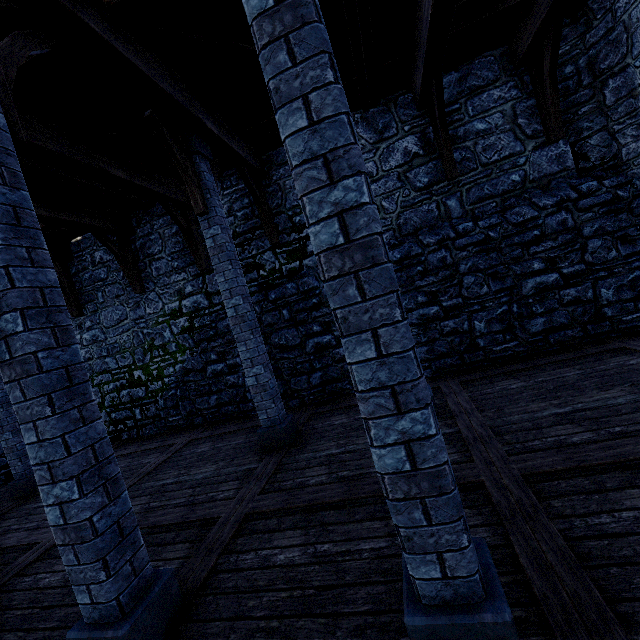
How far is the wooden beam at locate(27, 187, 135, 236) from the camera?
6.4m

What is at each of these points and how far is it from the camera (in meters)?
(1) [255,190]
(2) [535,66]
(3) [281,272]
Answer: (1) wooden support, 7.04
(2) wooden support, 5.96
(3) building tower, 7.85

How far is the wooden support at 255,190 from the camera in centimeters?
680cm

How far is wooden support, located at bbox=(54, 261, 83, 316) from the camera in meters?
8.9

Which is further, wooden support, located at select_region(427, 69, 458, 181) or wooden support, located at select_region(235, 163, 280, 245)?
wooden support, located at select_region(235, 163, 280, 245)

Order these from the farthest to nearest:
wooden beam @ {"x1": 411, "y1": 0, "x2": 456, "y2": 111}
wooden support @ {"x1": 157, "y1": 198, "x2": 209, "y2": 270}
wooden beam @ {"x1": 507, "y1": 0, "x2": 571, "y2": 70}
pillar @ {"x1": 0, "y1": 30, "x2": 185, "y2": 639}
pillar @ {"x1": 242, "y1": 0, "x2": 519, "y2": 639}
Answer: wooden support @ {"x1": 157, "y1": 198, "x2": 209, "y2": 270} < wooden beam @ {"x1": 507, "y1": 0, "x2": 571, "y2": 70} < wooden beam @ {"x1": 411, "y1": 0, "x2": 456, "y2": 111} < pillar @ {"x1": 0, "y1": 30, "x2": 185, "y2": 639} < pillar @ {"x1": 242, "y1": 0, "x2": 519, "y2": 639}

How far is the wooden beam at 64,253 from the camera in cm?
861

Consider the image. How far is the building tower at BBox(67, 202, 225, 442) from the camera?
8.4 meters
